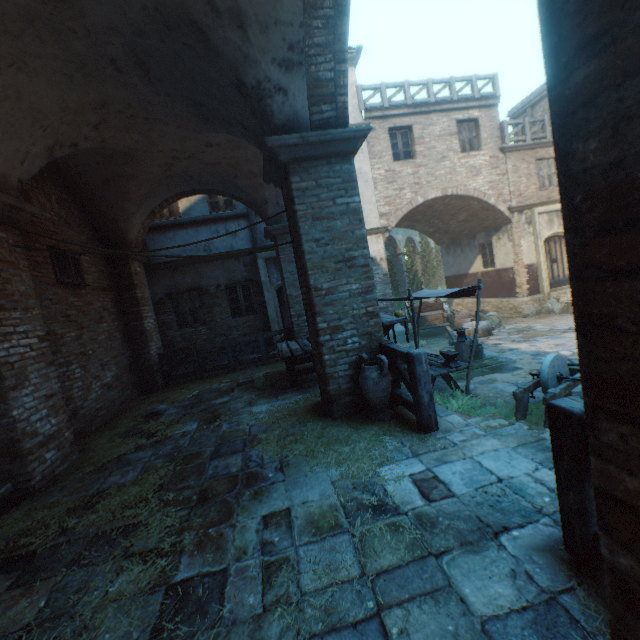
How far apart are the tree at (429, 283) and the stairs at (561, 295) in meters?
17.4

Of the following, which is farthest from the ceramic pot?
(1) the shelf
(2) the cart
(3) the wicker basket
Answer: (3) the wicker basket

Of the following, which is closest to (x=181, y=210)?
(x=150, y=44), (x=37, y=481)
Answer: (x=150, y=44)

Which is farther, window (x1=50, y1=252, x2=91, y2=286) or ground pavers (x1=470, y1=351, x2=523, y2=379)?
ground pavers (x1=470, y1=351, x2=523, y2=379)

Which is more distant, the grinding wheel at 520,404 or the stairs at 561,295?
the stairs at 561,295

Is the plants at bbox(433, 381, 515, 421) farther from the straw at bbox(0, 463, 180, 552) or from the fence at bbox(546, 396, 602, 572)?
the straw at bbox(0, 463, 180, 552)

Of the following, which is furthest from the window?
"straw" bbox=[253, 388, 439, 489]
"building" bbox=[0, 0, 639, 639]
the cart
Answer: "building" bbox=[0, 0, 639, 639]

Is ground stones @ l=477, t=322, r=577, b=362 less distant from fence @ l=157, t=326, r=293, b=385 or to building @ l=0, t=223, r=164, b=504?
building @ l=0, t=223, r=164, b=504
